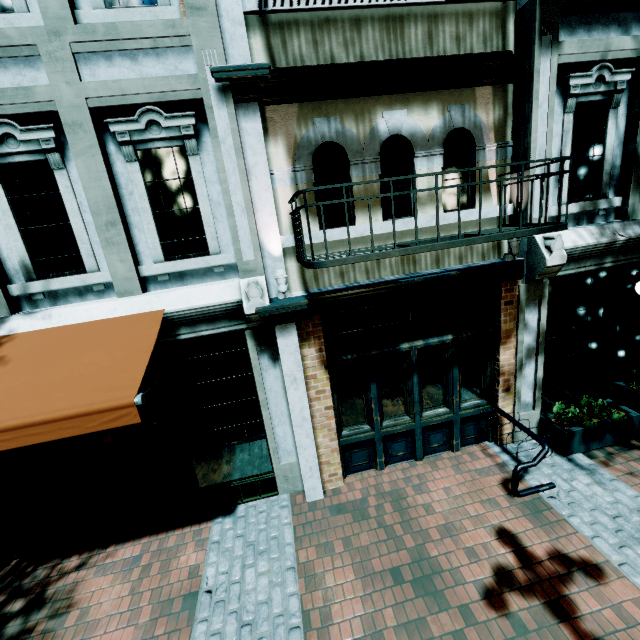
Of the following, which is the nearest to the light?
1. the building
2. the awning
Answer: the building

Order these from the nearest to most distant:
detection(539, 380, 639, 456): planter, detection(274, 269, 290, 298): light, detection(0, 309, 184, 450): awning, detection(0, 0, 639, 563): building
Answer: detection(0, 309, 184, 450): awning, detection(0, 0, 639, 563): building, detection(274, 269, 290, 298): light, detection(539, 380, 639, 456): planter

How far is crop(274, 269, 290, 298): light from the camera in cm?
438

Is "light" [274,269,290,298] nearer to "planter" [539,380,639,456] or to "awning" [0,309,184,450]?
"awning" [0,309,184,450]

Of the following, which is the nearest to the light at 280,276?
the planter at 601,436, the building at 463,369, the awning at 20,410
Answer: the building at 463,369

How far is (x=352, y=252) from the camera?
4.9 meters

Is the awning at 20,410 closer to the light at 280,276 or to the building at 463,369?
the building at 463,369
